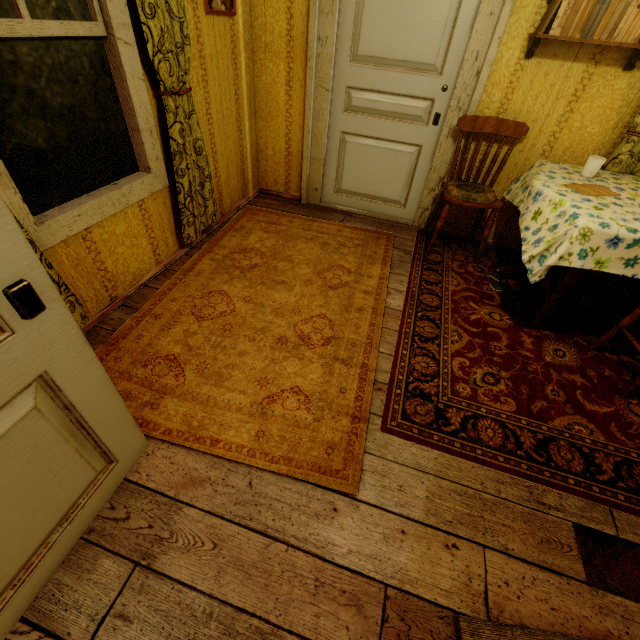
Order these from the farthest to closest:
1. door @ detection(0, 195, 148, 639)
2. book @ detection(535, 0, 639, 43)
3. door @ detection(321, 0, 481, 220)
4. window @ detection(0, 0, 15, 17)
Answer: door @ detection(321, 0, 481, 220)
book @ detection(535, 0, 639, 43)
window @ detection(0, 0, 15, 17)
door @ detection(0, 195, 148, 639)

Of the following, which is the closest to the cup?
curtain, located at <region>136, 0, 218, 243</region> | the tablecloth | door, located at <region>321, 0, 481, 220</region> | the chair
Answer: the tablecloth

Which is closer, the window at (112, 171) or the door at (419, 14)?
the window at (112, 171)

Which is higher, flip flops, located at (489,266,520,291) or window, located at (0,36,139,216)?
window, located at (0,36,139,216)

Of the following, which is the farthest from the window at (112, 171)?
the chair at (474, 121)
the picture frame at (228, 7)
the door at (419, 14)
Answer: the chair at (474, 121)

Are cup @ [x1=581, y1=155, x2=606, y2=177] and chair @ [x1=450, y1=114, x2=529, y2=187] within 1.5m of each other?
yes

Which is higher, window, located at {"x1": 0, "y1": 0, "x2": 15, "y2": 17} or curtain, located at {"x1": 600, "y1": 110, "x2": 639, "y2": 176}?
window, located at {"x1": 0, "y1": 0, "x2": 15, "y2": 17}

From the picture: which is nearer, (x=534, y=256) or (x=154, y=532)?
(x=154, y=532)
